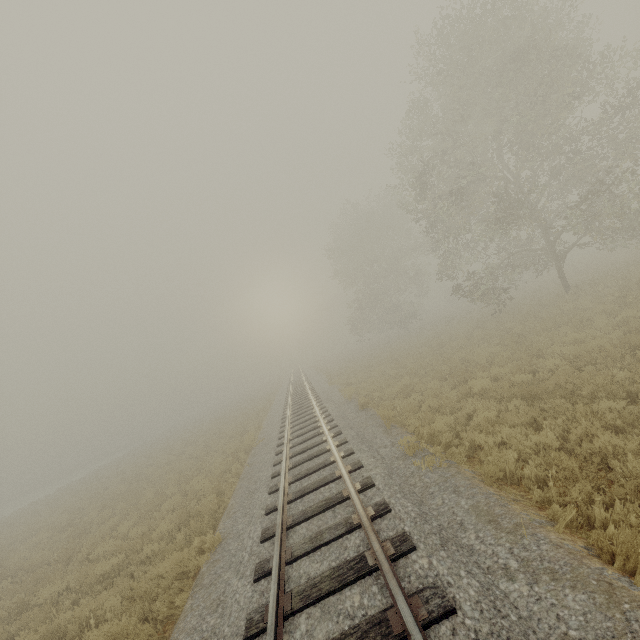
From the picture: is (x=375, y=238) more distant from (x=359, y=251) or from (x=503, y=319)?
(x=503, y=319)
